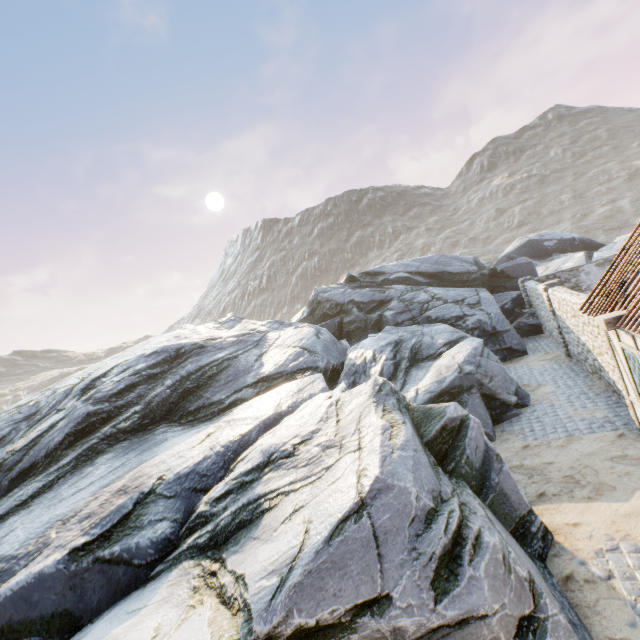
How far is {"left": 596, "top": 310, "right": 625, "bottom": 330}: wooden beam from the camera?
6.1 meters

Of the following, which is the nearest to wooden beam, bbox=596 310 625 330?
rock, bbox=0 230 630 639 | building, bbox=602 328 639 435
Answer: building, bbox=602 328 639 435

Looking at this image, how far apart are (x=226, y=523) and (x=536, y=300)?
17.74m

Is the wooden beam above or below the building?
above

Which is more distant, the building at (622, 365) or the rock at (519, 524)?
the building at (622, 365)

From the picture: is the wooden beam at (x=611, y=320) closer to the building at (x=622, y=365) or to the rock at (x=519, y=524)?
the building at (x=622, y=365)

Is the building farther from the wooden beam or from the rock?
the rock
